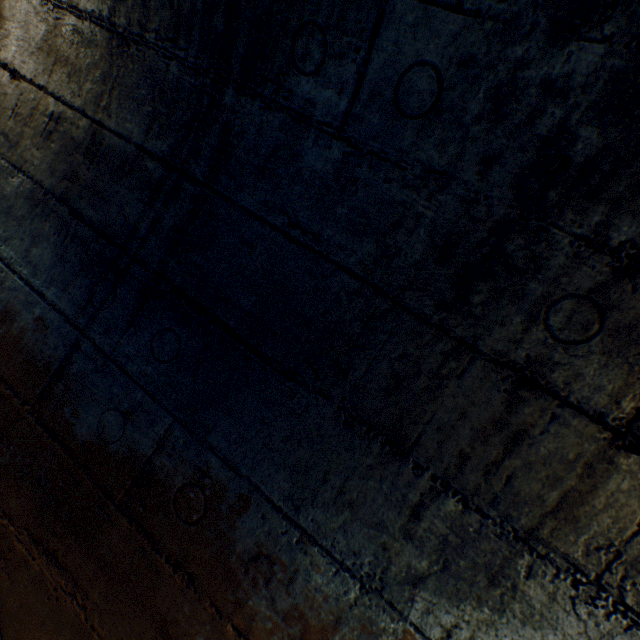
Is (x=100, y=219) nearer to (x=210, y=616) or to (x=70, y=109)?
(x=70, y=109)
